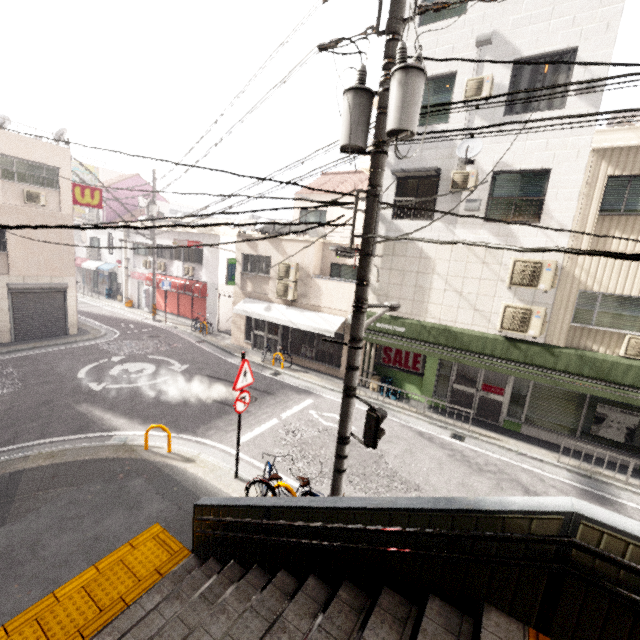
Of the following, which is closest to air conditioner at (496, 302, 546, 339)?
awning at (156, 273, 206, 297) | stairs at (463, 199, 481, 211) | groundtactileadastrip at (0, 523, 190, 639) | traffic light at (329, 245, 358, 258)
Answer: stairs at (463, 199, 481, 211)

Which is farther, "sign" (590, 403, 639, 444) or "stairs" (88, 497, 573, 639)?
"sign" (590, 403, 639, 444)

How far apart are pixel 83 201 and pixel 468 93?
17.5 meters

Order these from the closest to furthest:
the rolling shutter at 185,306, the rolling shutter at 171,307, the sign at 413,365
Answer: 1. the sign at 413,365
2. the rolling shutter at 185,306
3. the rolling shutter at 171,307

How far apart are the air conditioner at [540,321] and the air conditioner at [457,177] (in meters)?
3.46

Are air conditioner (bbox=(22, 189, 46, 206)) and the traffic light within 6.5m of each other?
no

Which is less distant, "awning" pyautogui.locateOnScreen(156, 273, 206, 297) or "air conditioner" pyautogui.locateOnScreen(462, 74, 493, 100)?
"air conditioner" pyautogui.locateOnScreen(462, 74, 493, 100)

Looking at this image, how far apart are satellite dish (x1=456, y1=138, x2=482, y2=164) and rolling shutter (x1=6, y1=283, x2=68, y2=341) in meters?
17.9 m
